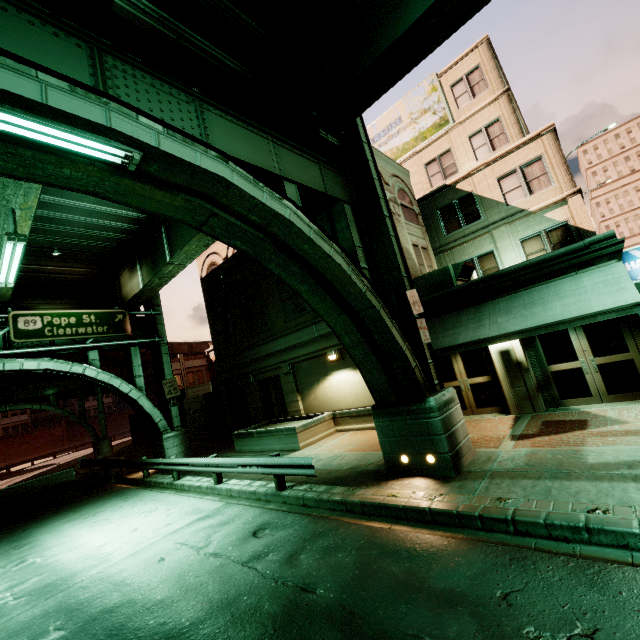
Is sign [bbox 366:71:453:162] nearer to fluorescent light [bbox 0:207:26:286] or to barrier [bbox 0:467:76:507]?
fluorescent light [bbox 0:207:26:286]

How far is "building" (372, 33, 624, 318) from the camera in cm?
1088

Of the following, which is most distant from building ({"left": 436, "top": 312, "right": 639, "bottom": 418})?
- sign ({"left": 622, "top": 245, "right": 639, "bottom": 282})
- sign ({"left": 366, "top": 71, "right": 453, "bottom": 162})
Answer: sign ({"left": 366, "top": 71, "right": 453, "bottom": 162})

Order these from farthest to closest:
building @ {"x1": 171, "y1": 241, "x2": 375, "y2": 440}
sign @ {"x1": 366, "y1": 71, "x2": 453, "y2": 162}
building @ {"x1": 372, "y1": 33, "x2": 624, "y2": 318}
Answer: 1. sign @ {"x1": 366, "y1": 71, "x2": 453, "y2": 162}
2. building @ {"x1": 171, "y1": 241, "x2": 375, "y2": 440}
3. building @ {"x1": 372, "y1": 33, "x2": 624, "y2": 318}

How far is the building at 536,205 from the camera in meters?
10.9 m

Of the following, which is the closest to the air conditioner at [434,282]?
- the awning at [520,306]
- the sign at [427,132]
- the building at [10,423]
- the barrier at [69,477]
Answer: the awning at [520,306]

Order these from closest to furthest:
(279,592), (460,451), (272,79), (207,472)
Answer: (279,592) → (460,451) → (272,79) → (207,472)

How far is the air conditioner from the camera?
12.9m
